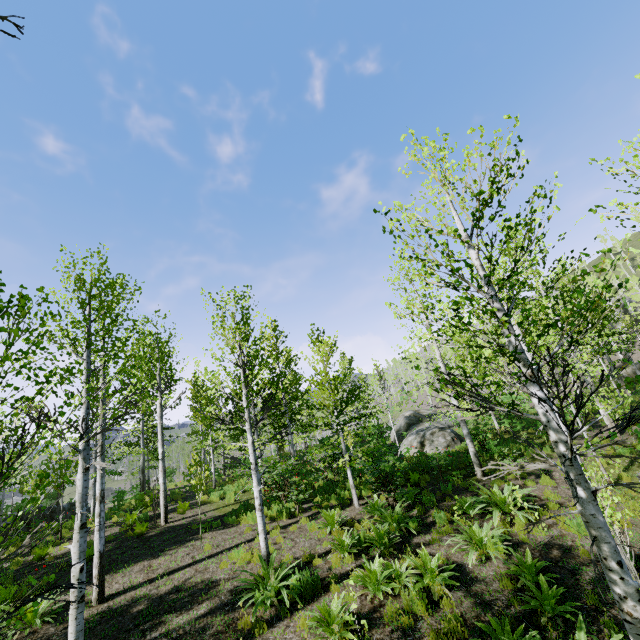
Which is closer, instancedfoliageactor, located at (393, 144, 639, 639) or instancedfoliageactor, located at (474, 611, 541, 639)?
instancedfoliageactor, located at (393, 144, 639, 639)

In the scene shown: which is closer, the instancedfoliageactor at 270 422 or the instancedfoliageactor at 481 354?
the instancedfoliageactor at 481 354

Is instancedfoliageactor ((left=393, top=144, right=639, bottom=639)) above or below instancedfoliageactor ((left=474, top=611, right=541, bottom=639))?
above

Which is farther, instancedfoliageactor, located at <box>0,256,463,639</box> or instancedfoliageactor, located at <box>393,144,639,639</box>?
instancedfoliageactor, located at <box>0,256,463,639</box>

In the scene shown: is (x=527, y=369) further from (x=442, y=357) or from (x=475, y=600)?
(x=442, y=357)

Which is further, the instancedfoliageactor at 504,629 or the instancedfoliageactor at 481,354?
the instancedfoliageactor at 504,629
